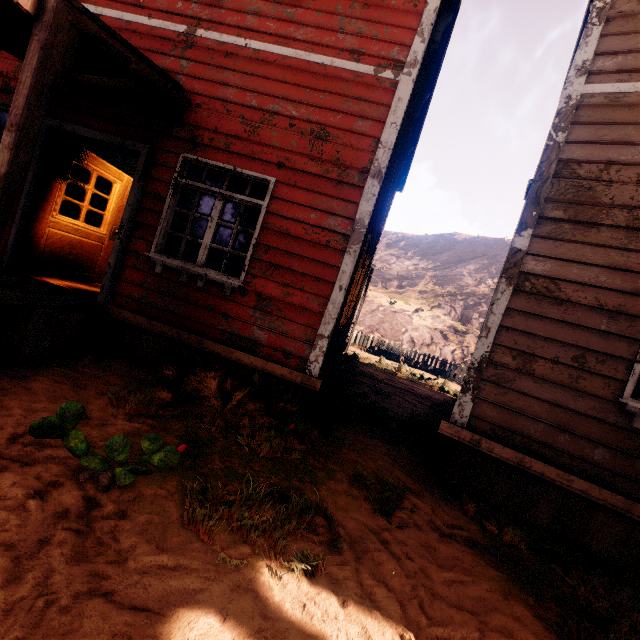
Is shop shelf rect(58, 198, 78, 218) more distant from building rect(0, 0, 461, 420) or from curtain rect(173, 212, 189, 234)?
curtain rect(173, 212, 189, 234)

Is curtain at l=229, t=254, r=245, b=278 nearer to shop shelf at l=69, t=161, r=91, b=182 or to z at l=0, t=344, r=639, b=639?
shop shelf at l=69, t=161, r=91, b=182

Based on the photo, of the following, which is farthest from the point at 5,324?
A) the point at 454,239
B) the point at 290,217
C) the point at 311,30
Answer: the point at 454,239

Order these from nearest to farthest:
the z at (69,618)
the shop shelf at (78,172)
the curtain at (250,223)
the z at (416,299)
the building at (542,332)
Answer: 1. the z at (69,618)
2. the building at (542,332)
3. the curtain at (250,223)
4. the shop shelf at (78,172)
5. the z at (416,299)

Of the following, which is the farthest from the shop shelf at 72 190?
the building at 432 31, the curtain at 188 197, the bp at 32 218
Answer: the curtain at 188 197

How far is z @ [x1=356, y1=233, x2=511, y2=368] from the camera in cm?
2236

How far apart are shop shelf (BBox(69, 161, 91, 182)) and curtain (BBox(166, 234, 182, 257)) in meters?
5.6

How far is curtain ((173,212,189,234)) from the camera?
4.6 meters
